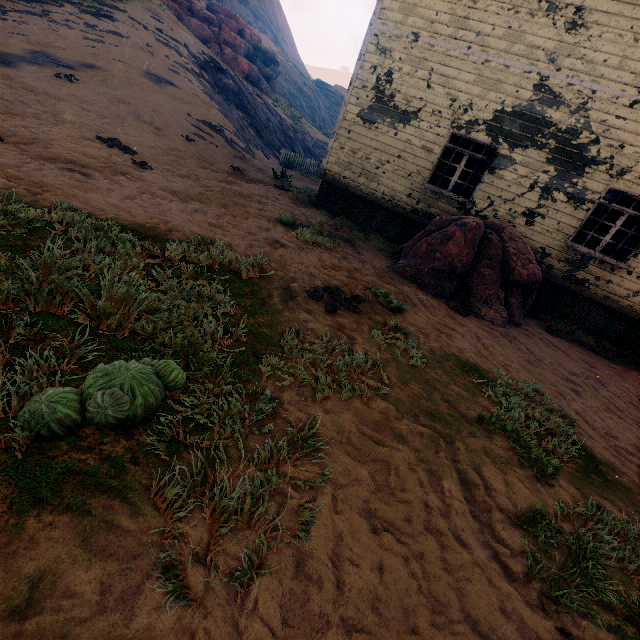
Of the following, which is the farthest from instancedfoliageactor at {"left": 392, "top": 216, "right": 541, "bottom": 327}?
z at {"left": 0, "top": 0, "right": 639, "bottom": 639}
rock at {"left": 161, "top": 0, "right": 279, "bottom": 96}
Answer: rock at {"left": 161, "top": 0, "right": 279, "bottom": 96}

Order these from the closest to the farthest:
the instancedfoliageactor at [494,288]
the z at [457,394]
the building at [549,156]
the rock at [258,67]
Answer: the z at [457,394] < the instancedfoliageactor at [494,288] < the building at [549,156] < the rock at [258,67]

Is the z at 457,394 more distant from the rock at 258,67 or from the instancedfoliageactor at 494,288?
the rock at 258,67

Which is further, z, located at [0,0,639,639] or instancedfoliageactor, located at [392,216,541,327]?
instancedfoliageactor, located at [392,216,541,327]

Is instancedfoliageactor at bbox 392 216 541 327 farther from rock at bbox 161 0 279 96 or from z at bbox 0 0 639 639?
rock at bbox 161 0 279 96

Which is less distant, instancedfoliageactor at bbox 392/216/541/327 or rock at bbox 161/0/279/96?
instancedfoliageactor at bbox 392/216/541/327

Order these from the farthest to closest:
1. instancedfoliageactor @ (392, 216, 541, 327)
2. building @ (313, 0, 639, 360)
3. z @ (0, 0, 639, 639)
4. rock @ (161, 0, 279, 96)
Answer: rock @ (161, 0, 279, 96)
building @ (313, 0, 639, 360)
instancedfoliageactor @ (392, 216, 541, 327)
z @ (0, 0, 639, 639)

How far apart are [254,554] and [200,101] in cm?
1782
